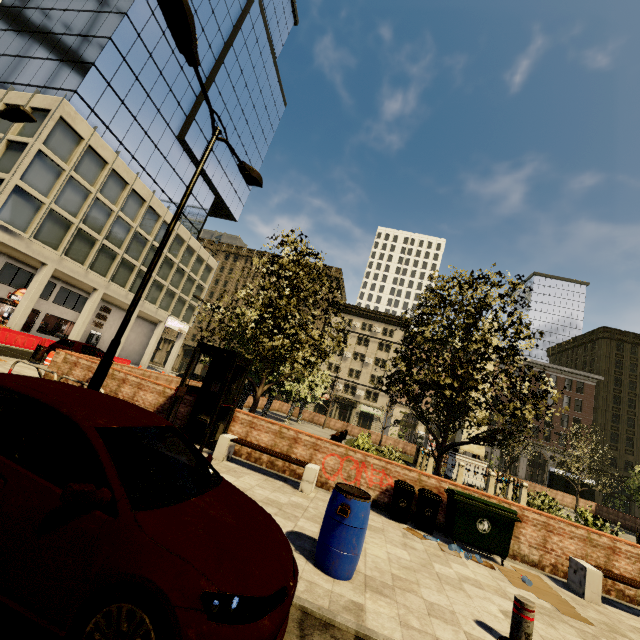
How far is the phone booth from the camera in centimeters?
847cm

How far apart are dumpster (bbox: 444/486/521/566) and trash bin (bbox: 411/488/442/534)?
0.14m

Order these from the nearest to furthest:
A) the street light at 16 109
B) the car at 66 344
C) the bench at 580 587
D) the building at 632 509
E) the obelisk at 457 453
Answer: the bench at 580 587
the street light at 16 109
the car at 66 344
the obelisk at 457 453
the building at 632 509

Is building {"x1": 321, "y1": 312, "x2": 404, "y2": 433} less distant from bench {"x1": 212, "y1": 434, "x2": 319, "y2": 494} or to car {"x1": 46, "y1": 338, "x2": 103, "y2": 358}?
car {"x1": 46, "y1": 338, "x2": 103, "y2": 358}

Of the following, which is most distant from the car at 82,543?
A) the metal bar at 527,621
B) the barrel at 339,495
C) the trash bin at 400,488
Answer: the trash bin at 400,488

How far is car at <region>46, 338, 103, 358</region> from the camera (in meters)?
17.78

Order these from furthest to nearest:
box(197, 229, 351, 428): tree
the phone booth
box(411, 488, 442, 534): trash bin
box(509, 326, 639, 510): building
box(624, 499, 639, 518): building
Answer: box(509, 326, 639, 510): building → box(624, 499, 639, 518): building → box(197, 229, 351, 428): tree → the phone booth → box(411, 488, 442, 534): trash bin

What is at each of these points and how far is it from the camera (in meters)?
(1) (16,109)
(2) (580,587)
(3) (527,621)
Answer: (1) street light, 9.98
(2) bench, 6.66
(3) metal bar, 3.89
